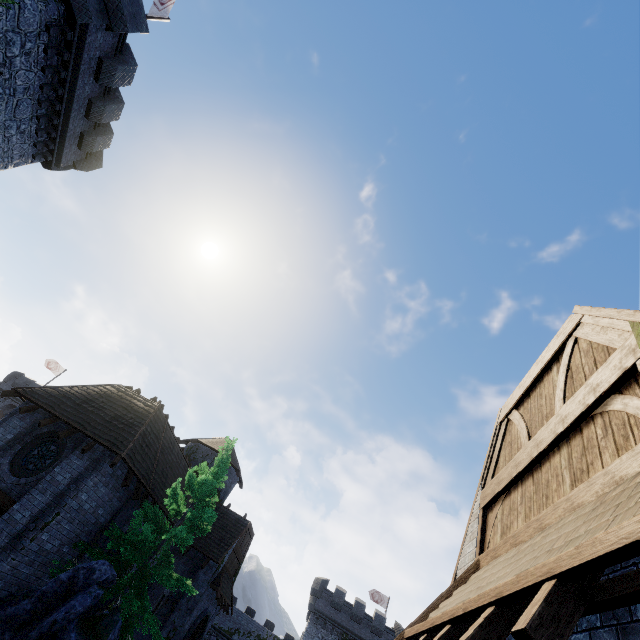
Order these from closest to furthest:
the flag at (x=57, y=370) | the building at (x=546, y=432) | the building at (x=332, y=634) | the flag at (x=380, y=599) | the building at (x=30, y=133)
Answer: the building at (x=546, y=432) < the building at (x=30, y=133) < the building at (x=332, y=634) < the flag at (x=380, y=599) < the flag at (x=57, y=370)

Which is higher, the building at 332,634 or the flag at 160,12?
the flag at 160,12

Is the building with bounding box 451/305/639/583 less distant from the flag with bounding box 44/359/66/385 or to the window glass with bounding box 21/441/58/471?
the window glass with bounding box 21/441/58/471

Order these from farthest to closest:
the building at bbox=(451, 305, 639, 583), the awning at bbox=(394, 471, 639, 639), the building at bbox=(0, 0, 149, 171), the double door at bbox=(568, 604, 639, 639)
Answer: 1. the building at bbox=(0, 0, 149, 171)
2. the building at bbox=(451, 305, 639, 583)
3. the double door at bbox=(568, 604, 639, 639)
4. the awning at bbox=(394, 471, 639, 639)

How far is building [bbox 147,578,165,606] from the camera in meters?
19.0

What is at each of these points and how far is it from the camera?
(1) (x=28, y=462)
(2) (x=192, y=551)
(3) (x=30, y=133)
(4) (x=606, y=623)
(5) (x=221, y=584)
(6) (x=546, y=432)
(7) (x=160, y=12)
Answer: (1) window glass, 13.42m
(2) building, 20.92m
(3) building, 16.92m
(4) double door, 2.71m
(5) awning, 20.02m
(6) building, 4.75m
(7) flag, 17.55m

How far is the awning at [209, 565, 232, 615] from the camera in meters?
19.7 m

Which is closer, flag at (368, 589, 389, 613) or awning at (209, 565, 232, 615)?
awning at (209, 565, 232, 615)
